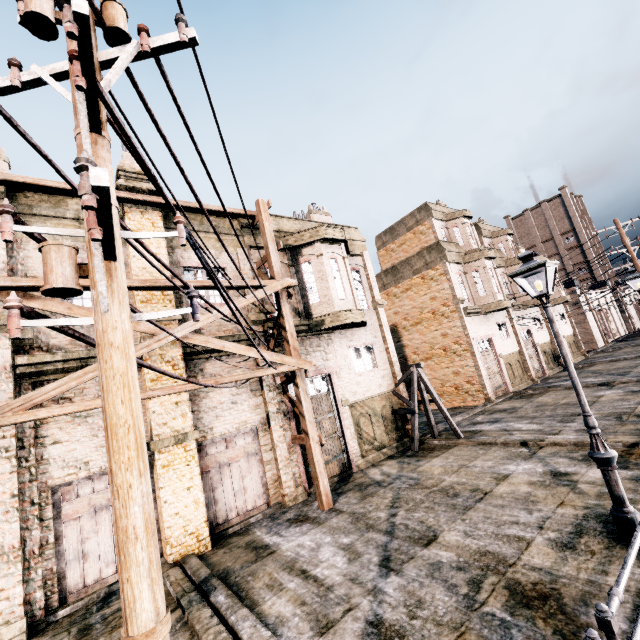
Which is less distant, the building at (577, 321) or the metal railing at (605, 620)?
the metal railing at (605, 620)

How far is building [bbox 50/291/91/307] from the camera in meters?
10.1

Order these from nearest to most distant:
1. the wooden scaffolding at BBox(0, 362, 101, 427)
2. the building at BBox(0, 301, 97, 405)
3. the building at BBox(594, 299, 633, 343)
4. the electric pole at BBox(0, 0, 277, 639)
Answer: the electric pole at BBox(0, 0, 277, 639) → the wooden scaffolding at BBox(0, 362, 101, 427) → the building at BBox(0, 301, 97, 405) → the building at BBox(594, 299, 633, 343)

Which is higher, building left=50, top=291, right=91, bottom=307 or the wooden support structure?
building left=50, top=291, right=91, bottom=307

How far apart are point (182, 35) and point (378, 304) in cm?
1574

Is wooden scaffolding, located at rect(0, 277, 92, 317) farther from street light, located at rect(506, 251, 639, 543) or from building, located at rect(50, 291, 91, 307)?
street light, located at rect(506, 251, 639, 543)

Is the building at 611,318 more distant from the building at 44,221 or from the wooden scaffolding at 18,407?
the wooden scaffolding at 18,407
